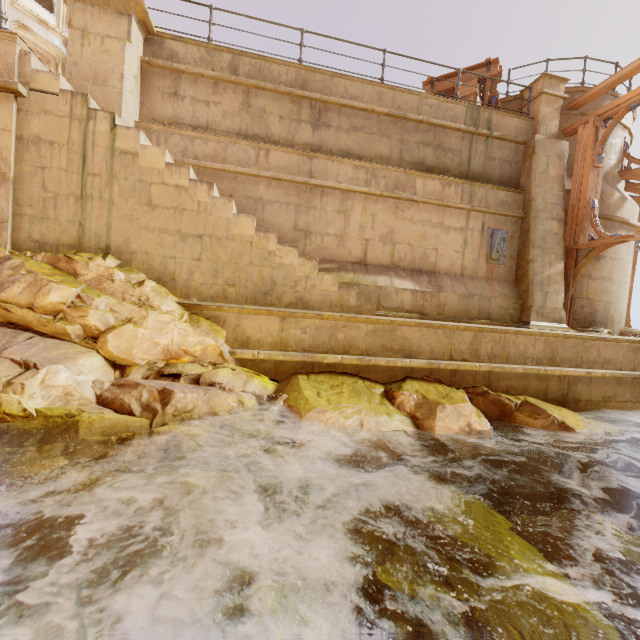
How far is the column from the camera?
8.83m

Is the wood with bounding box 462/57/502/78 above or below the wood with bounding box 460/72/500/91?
above

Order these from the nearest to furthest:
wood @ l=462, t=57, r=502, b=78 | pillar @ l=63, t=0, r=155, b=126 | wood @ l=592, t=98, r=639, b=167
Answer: pillar @ l=63, t=0, r=155, b=126
wood @ l=592, t=98, r=639, b=167
wood @ l=462, t=57, r=502, b=78

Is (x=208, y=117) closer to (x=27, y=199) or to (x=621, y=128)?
(x=27, y=199)

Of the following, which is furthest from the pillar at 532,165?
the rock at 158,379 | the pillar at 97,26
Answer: the pillar at 97,26

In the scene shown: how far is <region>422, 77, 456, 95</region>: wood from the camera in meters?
10.5 m

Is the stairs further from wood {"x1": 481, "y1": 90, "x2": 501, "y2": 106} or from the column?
the column

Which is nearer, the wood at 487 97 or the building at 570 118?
the building at 570 118
